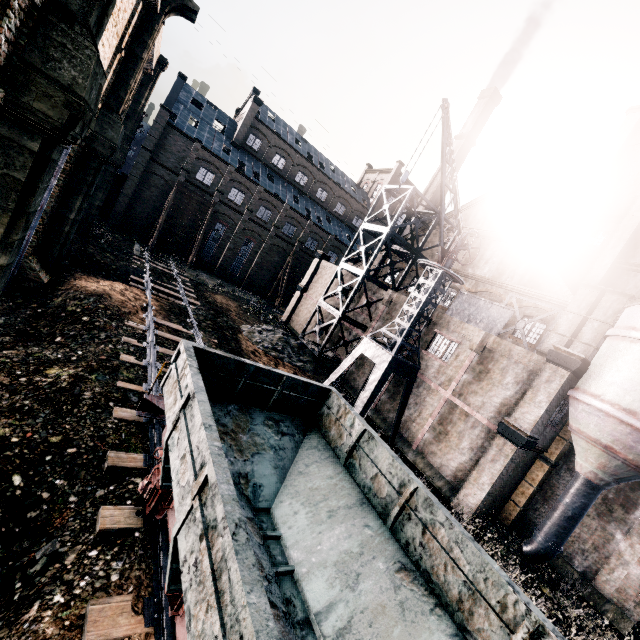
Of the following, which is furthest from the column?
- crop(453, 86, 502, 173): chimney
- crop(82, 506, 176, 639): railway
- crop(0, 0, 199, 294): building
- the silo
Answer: crop(453, 86, 502, 173): chimney

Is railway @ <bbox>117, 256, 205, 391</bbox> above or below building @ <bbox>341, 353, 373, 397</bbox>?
below

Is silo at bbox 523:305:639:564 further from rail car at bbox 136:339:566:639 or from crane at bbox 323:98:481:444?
rail car at bbox 136:339:566:639

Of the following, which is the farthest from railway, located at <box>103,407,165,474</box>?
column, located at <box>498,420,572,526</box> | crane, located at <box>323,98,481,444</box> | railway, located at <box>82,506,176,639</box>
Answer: column, located at <box>498,420,572,526</box>

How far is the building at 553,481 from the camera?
18.2 meters

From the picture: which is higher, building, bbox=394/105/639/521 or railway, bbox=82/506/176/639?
building, bbox=394/105/639/521

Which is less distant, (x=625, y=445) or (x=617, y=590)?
(x=625, y=445)

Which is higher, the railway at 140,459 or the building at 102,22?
the building at 102,22
